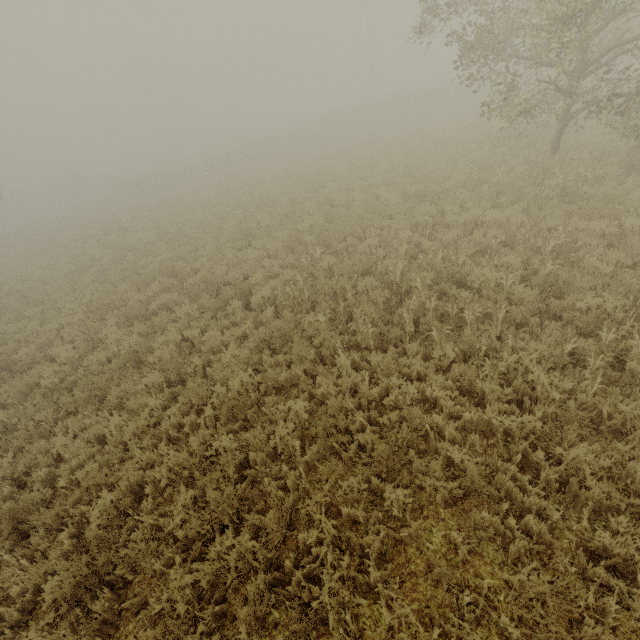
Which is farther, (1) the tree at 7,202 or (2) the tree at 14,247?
(1) the tree at 7,202

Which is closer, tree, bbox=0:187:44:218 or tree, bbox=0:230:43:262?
tree, bbox=0:230:43:262

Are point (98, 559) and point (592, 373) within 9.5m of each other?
yes

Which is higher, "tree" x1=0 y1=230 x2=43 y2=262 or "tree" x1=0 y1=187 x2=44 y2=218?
"tree" x1=0 y1=187 x2=44 y2=218

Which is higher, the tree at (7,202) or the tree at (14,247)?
the tree at (7,202)
